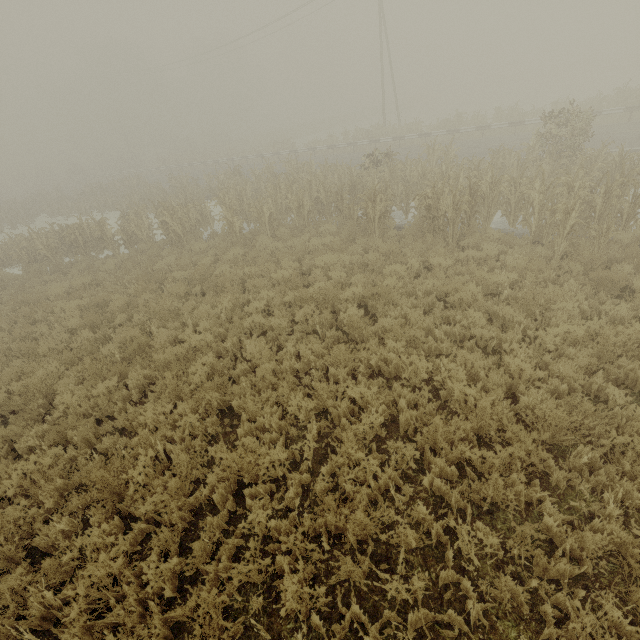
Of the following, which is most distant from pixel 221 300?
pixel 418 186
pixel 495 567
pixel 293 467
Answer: pixel 418 186

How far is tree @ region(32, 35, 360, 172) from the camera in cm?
4516

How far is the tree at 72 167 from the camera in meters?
49.3 m

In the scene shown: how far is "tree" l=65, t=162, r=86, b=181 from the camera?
49.3m

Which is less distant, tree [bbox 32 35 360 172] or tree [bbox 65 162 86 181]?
tree [bbox 32 35 360 172]

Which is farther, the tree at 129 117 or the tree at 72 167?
the tree at 72 167
